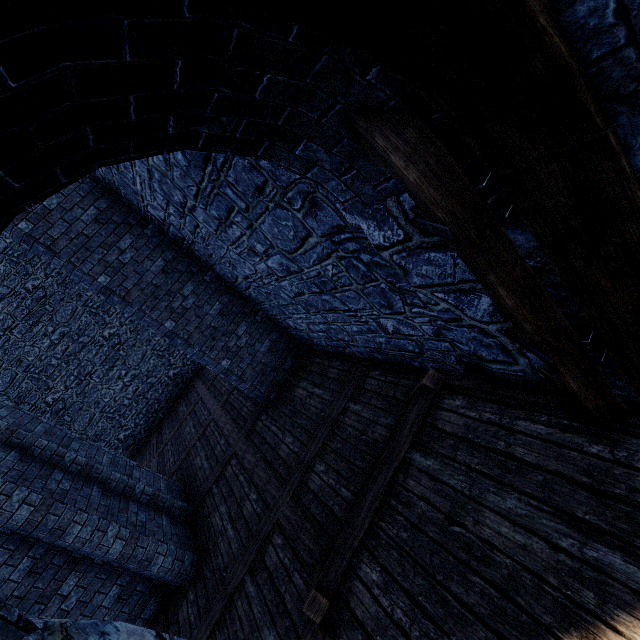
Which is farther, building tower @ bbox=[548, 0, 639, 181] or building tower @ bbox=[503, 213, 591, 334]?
building tower @ bbox=[503, 213, 591, 334]

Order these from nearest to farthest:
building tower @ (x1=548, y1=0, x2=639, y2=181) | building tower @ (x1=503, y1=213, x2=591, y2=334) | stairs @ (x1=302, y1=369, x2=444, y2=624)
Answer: building tower @ (x1=548, y1=0, x2=639, y2=181), building tower @ (x1=503, y1=213, x2=591, y2=334), stairs @ (x1=302, y1=369, x2=444, y2=624)

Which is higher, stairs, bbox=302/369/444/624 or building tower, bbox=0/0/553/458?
building tower, bbox=0/0/553/458

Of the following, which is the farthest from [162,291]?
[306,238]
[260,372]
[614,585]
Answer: [614,585]

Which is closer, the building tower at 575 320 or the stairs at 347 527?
the building tower at 575 320
